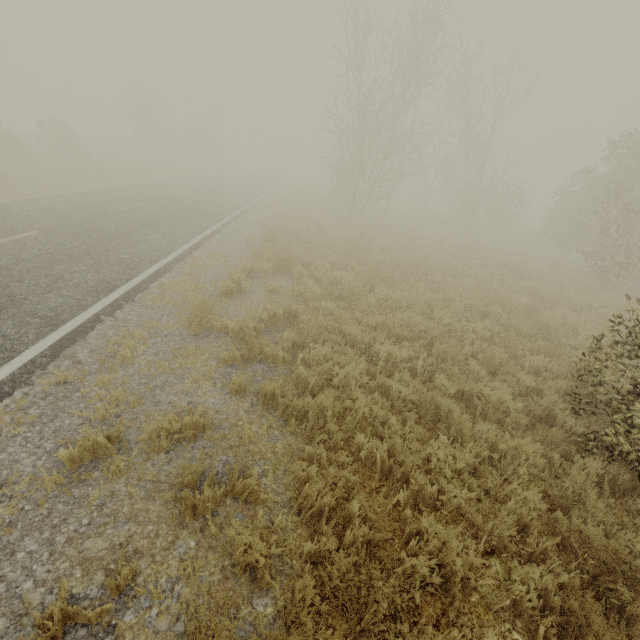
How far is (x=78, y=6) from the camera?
23.7m
